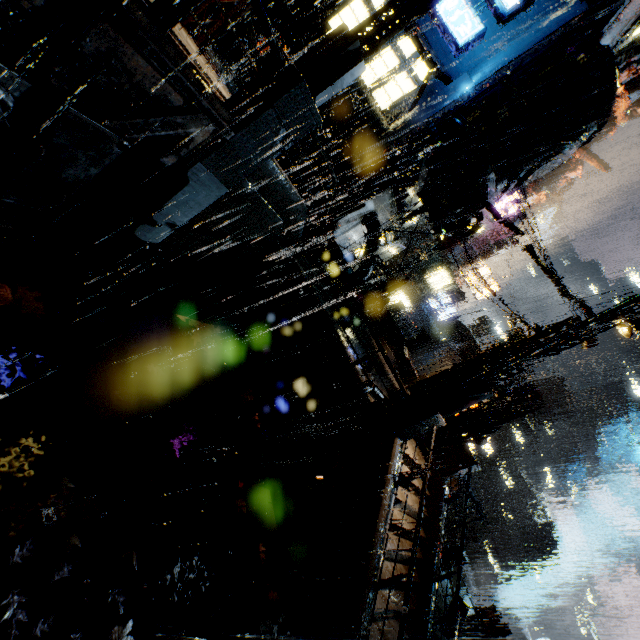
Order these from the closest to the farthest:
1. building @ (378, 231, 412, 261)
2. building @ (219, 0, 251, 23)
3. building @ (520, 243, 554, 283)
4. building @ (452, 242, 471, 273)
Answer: building @ (219, 0, 251, 23), building @ (520, 243, 554, 283), building @ (378, 231, 412, 261), building @ (452, 242, 471, 273)

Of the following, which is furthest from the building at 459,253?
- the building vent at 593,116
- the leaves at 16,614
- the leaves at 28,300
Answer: the leaves at 16,614

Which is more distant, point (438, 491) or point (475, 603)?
point (475, 603)

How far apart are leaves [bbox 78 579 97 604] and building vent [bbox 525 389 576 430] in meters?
70.6

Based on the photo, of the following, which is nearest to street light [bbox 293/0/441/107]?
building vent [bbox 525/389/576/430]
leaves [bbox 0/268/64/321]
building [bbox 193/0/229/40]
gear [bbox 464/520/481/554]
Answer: building [bbox 193/0/229/40]

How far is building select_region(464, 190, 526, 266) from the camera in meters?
17.5

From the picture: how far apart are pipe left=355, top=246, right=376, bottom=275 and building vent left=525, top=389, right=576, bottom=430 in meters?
56.5 m

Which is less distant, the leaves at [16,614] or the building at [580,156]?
the leaves at [16,614]
